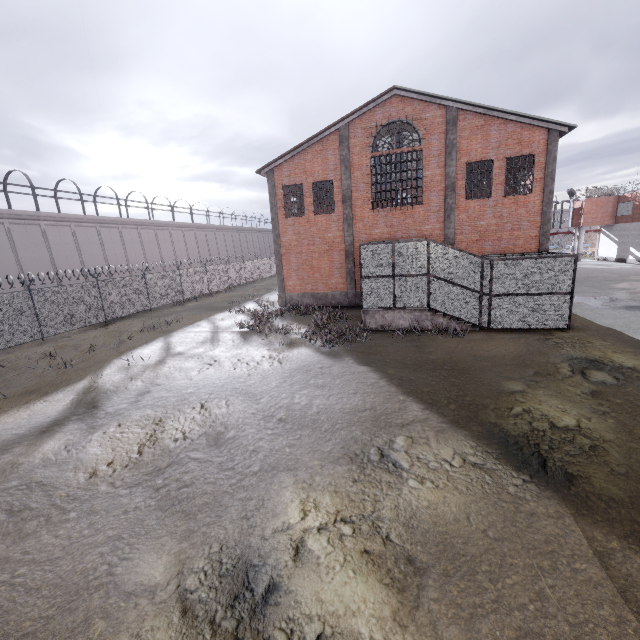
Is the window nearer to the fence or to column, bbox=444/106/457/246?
the fence

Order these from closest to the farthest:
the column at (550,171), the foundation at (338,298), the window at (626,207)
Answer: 1. the column at (550,171)
2. the foundation at (338,298)
3. the window at (626,207)

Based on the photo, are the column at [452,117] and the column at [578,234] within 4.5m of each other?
no

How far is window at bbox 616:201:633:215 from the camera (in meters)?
33.56

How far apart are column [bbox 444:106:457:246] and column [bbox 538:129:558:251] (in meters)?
4.27

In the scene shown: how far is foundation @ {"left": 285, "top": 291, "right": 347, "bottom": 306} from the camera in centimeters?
2152cm

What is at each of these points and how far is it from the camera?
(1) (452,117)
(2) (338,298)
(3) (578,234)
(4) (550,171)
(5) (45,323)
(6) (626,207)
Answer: (1) column, 17.5 meters
(2) foundation, 21.6 meters
(3) column, 38.1 meters
(4) column, 16.9 meters
(5) fence, 18.0 meters
(6) window, 34.3 meters

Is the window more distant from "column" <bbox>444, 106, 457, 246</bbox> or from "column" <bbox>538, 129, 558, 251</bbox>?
"column" <bbox>444, 106, 457, 246</bbox>
